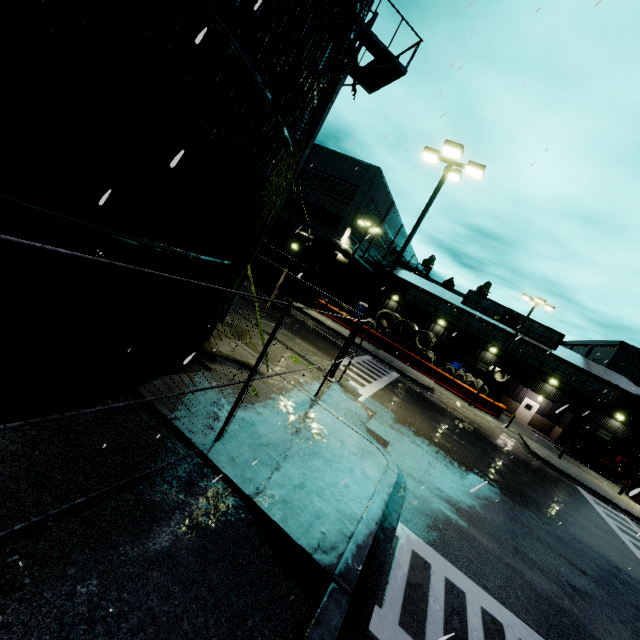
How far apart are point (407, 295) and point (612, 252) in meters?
24.4

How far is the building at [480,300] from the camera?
34.75m

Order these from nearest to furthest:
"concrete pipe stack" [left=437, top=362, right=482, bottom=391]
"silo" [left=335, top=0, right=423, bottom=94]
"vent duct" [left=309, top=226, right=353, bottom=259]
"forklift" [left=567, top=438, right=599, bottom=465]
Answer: "silo" [left=335, top=0, right=423, bottom=94]
"forklift" [left=567, top=438, right=599, bottom=465]
"concrete pipe stack" [left=437, top=362, right=482, bottom=391]
"vent duct" [left=309, top=226, right=353, bottom=259]

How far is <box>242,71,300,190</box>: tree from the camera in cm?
577

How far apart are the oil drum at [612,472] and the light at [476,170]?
31.92m

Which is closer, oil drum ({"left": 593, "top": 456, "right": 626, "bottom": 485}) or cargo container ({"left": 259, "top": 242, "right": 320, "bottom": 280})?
cargo container ({"left": 259, "top": 242, "right": 320, "bottom": 280})

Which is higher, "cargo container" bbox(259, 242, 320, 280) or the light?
the light

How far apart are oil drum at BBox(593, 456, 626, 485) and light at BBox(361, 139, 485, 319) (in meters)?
31.92
